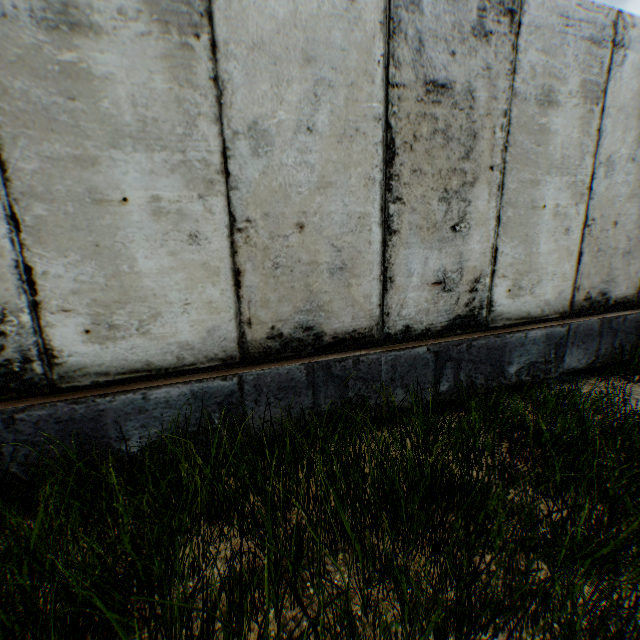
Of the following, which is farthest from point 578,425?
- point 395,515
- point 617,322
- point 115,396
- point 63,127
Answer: point 63,127
